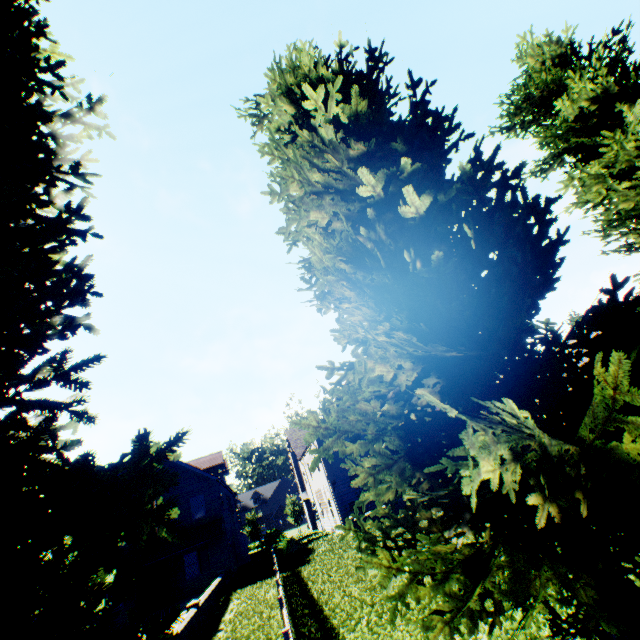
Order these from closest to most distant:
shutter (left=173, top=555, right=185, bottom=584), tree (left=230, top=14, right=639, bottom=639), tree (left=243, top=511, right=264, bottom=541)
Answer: tree (left=230, top=14, right=639, bottom=639) → shutter (left=173, top=555, right=185, bottom=584) → tree (left=243, top=511, right=264, bottom=541)

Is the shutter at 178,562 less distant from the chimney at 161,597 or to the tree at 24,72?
the chimney at 161,597

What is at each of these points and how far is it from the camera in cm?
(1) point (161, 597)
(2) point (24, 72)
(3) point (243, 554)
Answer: (1) chimney, 2184
(2) tree, 407
(3) door, 2977

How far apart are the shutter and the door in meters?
7.6

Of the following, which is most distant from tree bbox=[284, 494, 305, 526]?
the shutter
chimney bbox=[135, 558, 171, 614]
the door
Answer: the shutter

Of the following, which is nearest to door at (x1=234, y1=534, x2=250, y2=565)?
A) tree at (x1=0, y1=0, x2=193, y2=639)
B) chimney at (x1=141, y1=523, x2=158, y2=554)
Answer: chimney at (x1=141, y1=523, x2=158, y2=554)

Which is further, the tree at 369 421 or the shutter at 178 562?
the shutter at 178 562

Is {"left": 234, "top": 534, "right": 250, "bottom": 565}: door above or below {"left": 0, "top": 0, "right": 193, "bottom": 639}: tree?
below
